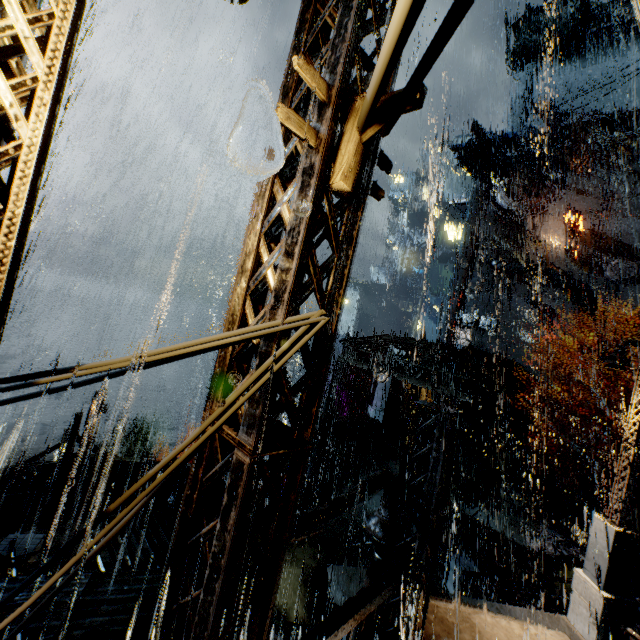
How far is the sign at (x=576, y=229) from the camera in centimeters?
3388cm

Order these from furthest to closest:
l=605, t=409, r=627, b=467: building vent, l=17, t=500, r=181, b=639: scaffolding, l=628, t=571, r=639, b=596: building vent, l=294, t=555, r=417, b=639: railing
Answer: l=605, t=409, r=627, b=467: building vent, l=628, t=571, r=639, b=596: building vent, l=17, t=500, r=181, b=639: scaffolding, l=294, t=555, r=417, b=639: railing

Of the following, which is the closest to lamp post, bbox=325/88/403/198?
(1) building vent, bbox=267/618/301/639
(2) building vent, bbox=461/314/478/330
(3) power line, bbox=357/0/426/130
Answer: (3) power line, bbox=357/0/426/130

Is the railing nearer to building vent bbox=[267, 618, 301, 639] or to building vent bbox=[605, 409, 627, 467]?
building vent bbox=[267, 618, 301, 639]

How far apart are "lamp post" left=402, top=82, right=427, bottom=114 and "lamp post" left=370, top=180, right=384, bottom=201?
0.3 meters

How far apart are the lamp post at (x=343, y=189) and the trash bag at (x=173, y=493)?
15.68m

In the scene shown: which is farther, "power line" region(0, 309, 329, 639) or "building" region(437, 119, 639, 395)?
"building" region(437, 119, 639, 395)

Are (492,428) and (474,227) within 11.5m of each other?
no
